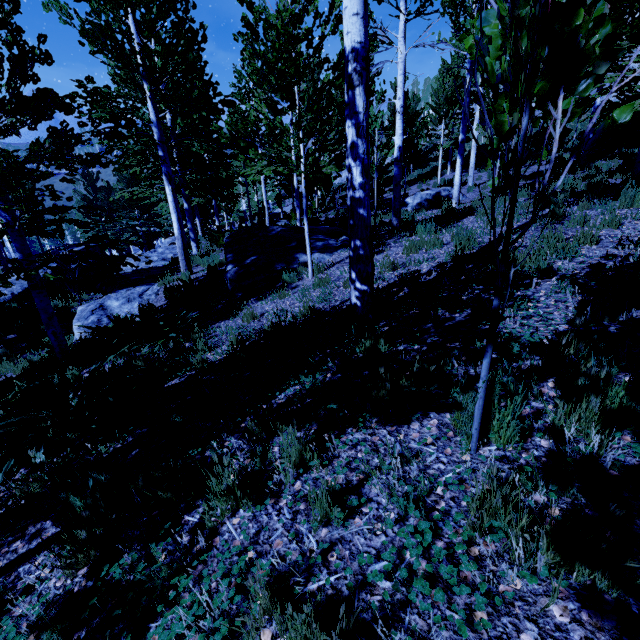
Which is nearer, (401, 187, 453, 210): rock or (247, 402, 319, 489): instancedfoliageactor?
(247, 402, 319, 489): instancedfoliageactor

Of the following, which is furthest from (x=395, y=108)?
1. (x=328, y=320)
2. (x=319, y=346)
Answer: (x=319, y=346)

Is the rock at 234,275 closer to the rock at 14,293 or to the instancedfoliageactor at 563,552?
the instancedfoliageactor at 563,552

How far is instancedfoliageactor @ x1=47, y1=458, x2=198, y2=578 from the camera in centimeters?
197cm

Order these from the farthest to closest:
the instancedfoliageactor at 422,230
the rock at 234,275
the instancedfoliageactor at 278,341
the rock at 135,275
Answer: the rock at 135,275 < the rock at 234,275 < the instancedfoliageactor at 422,230 < the instancedfoliageactor at 278,341

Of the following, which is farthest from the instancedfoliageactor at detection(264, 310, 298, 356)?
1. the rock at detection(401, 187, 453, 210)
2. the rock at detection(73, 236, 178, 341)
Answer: the rock at detection(401, 187, 453, 210)

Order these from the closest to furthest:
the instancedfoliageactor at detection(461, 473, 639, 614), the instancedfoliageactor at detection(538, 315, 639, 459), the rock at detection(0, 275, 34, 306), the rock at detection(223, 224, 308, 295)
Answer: the instancedfoliageactor at detection(461, 473, 639, 614) < the instancedfoliageactor at detection(538, 315, 639, 459) < the rock at detection(223, 224, 308, 295) < the rock at detection(0, 275, 34, 306)
